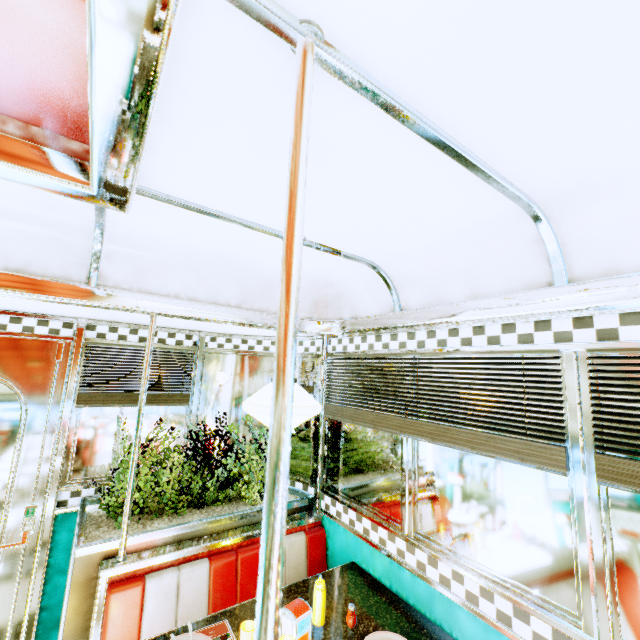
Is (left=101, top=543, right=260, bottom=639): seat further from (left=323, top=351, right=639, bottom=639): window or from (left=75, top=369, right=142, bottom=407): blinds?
(left=75, top=369, right=142, bottom=407): blinds

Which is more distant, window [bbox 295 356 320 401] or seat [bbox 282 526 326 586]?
window [bbox 295 356 320 401]

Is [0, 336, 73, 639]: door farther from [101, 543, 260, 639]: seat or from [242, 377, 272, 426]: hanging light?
[242, 377, 272, 426]: hanging light

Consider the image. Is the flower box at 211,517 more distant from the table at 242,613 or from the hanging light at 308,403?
the hanging light at 308,403

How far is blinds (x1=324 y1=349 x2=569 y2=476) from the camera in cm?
156

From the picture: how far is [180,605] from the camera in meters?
2.1

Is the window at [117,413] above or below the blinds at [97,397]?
below

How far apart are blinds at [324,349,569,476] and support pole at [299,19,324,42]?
1.50m
